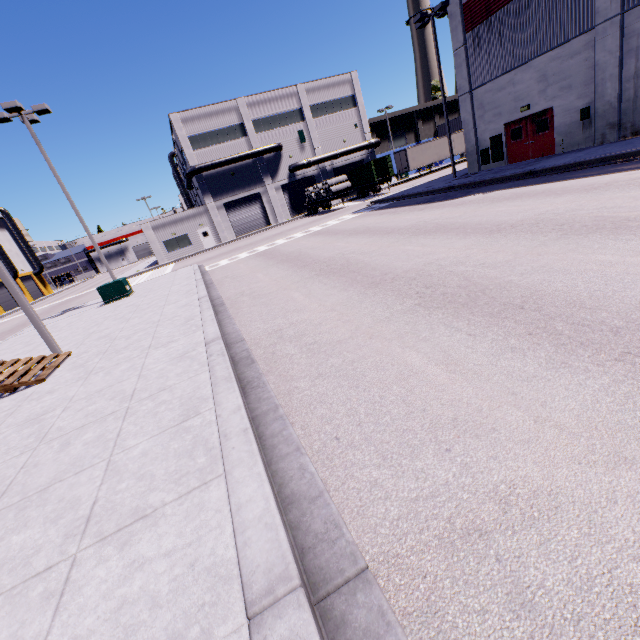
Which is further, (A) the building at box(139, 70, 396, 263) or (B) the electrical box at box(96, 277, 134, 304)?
(A) the building at box(139, 70, 396, 263)

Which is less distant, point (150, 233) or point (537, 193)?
point (537, 193)

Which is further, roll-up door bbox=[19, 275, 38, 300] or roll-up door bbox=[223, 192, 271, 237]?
roll-up door bbox=[19, 275, 38, 300]

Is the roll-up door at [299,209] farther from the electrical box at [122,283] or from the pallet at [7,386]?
the electrical box at [122,283]

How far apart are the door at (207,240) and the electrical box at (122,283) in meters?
23.4 m

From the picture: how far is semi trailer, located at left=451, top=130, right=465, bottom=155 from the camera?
42.8m

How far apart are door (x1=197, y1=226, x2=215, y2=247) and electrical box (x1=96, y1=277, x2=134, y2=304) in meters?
23.4 m

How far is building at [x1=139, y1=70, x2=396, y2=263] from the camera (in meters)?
38.34
